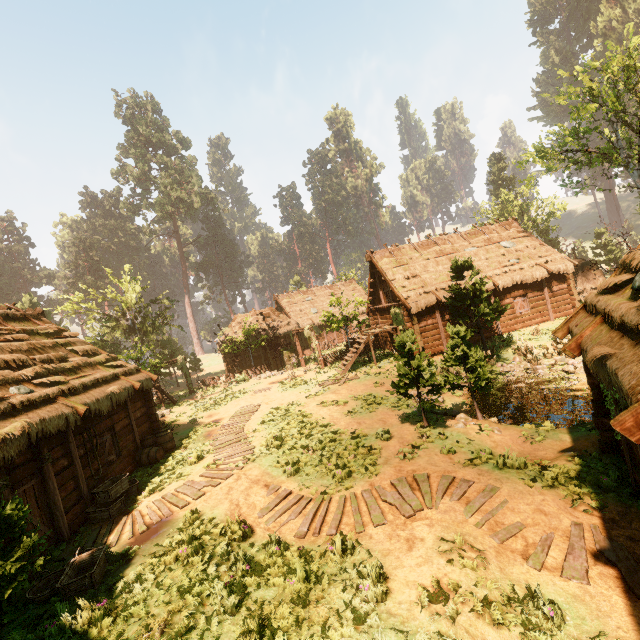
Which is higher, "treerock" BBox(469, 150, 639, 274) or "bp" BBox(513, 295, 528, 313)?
"treerock" BBox(469, 150, 639, 274)

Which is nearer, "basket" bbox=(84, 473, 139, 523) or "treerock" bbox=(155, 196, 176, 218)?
"basket" bbox=(84, 473, 139, 523)

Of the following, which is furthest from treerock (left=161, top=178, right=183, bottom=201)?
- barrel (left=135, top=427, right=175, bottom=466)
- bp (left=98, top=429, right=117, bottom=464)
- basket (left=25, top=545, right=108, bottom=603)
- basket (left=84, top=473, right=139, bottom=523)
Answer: barrel (left=135, top=427, right=175, bottom=466)

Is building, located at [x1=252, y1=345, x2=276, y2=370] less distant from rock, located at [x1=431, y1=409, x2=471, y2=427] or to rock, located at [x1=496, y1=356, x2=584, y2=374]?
rock, located at [x1=496, y1=356, x2=584, y2=374]

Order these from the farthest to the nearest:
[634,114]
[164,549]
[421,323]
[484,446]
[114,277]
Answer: [114,277], [421,323], [634,114], [484,446], [164,549]

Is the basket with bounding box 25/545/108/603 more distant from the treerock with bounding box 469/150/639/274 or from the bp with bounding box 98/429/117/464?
the bp with bounding box 98/429/117/464

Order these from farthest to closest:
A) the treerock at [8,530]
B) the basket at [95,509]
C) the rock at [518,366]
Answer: the rock at [518,366] < the basket at [95,509] < the treerock at [8,530]

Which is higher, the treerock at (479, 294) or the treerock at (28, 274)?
the treerock at (28, 274)
